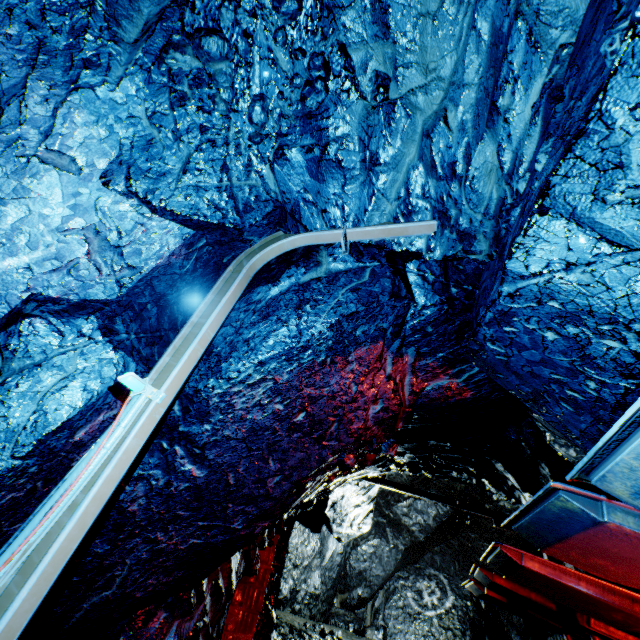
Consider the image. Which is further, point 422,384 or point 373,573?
point 373,573

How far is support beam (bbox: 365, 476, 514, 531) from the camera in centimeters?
981cm

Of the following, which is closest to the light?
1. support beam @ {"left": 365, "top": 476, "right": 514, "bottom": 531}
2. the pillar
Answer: the pillar

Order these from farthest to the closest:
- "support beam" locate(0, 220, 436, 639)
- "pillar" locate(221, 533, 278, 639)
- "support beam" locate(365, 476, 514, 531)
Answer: "support beam" locate(365, 476, 514, 531) < "pillar" locate(221, 533, 278, 639) < "support beam" locate(0, 220, 436, 639)

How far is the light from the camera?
1.93m

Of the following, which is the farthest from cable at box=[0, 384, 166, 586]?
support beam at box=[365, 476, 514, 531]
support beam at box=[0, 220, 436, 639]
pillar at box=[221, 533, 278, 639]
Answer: support beam at box=[365, 476, 514, 531]

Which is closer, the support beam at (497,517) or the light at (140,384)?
the light at (140,384)

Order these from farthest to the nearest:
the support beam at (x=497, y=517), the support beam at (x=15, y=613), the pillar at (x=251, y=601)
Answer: the support beam at (x=497, y=517), the pillar at (x=251, y=601), the support beam at (x=15, y=613)
